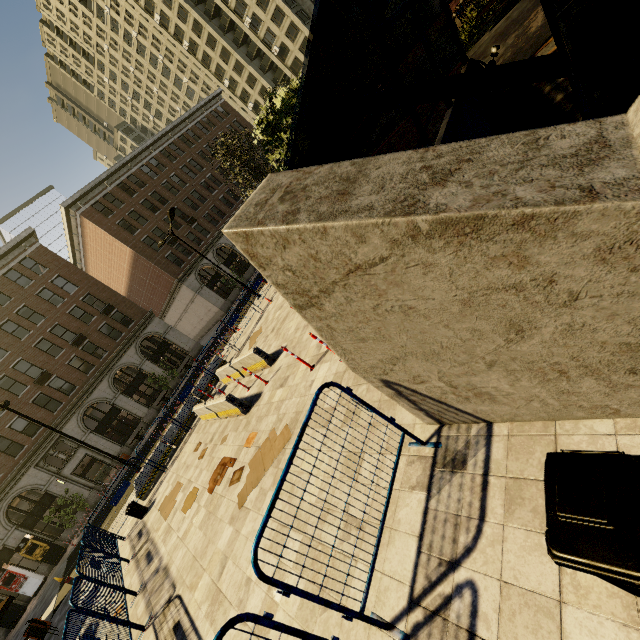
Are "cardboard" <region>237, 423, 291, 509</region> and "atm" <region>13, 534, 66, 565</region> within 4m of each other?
no

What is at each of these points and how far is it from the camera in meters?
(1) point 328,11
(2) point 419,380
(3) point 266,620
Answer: (1) building, 53.1
(2) underground building, 3.3
(3) fence, 2.5

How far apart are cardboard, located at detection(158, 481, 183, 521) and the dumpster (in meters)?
1.69

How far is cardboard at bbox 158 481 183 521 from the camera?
10.4m

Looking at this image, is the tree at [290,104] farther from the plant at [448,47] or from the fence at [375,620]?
the fence at [375,620]

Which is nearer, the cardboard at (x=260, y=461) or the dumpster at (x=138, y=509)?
the cardboard at (x=260, y=461)

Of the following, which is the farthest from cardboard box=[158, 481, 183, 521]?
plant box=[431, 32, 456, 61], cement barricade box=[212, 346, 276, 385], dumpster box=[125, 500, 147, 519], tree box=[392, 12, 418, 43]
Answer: plant box=[431, 32, 456, 61]

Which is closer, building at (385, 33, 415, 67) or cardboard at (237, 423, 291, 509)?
cardboard at (237, 423, 291, 509)
